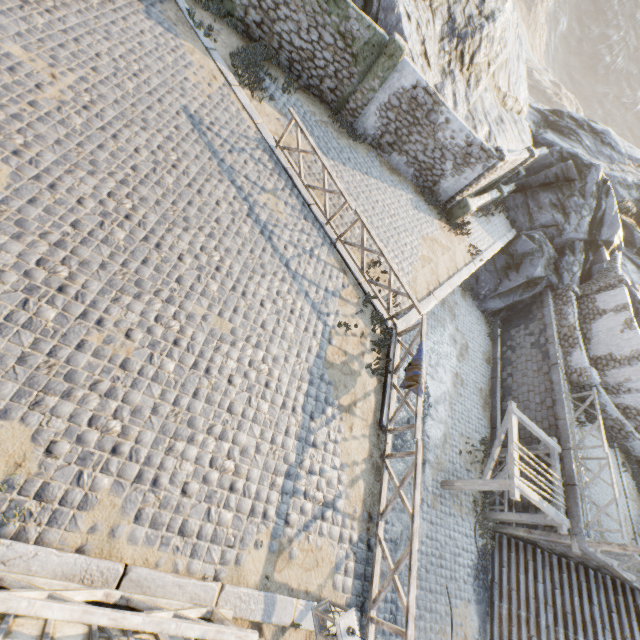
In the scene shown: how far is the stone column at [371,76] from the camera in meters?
11.0 m

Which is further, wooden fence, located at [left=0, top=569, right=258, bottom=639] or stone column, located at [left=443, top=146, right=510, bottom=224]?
stone column, located at [left=443, top=146, right=510, bottom=224]

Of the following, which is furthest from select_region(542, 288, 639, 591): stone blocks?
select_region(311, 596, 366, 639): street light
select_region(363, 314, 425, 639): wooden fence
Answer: select_region(311, 596, 366, 639): street light

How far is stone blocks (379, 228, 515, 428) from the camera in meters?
8.4 m

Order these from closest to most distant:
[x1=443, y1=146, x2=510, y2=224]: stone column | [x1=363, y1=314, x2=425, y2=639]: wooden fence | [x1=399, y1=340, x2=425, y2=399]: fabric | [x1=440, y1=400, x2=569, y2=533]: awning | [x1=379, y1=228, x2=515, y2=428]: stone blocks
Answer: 1. [x1=363, y1=314, x2=425, y2=639]: wooden fence
2. [x1=399, y1=340, x2=425, y2=399]: fabric
3. [x1=379, y1=228, x2=515, y2=428]: stone blocks
4. [x1=440, y1=400, x2=569, y2=533]: awning
5. [x1=443, y1=146, x2=510, y2=224]: stone column

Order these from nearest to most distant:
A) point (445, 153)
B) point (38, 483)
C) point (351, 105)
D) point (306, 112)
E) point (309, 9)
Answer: point (38, 483)
point (309, 9)
point (306, 112)
point (351, 105)
point (445, 153)

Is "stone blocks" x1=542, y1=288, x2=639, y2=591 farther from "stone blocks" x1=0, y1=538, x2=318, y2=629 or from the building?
the building

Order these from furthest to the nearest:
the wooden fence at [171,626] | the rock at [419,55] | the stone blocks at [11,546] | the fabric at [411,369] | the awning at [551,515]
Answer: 1. the rock at [419,55]
2. the awning at [551,515]
3. the fabric at [411,369]
4. the stone blocks at [11,546]
5. the wooden fence at [171,626]
